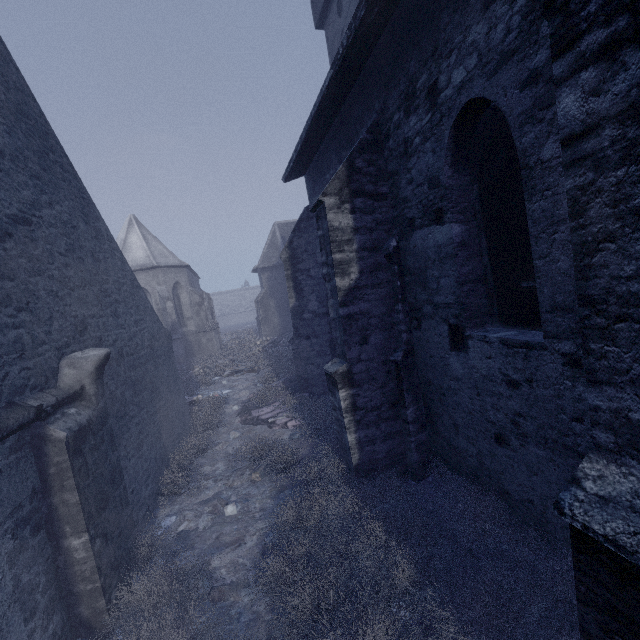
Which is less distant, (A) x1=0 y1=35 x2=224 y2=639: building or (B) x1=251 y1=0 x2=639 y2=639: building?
(B) x1=251 y1=0 x2=639 y2=639: building

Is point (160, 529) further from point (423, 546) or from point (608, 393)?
point (608, 393)

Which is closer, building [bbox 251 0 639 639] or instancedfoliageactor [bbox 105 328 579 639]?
building [bbox 251 0 639 639]

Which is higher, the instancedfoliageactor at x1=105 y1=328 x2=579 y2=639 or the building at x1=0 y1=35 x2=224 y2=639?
the building at x1=0 y1=35 x2=224 y2=639

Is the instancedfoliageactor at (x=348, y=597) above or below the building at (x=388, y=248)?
below

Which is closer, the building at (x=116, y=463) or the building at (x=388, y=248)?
the building at (x=388, y=248)
